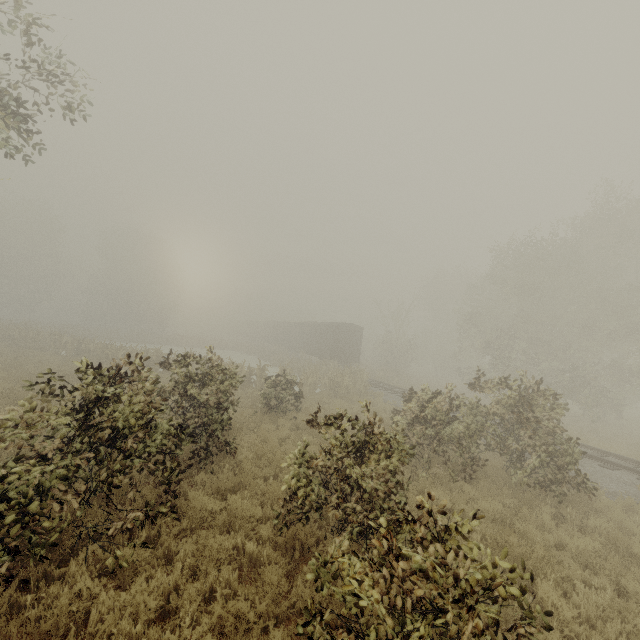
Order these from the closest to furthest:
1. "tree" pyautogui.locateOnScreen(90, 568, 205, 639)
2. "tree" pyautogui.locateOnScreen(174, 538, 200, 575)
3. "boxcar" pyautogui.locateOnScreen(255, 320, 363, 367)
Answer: "tree" pyautogui.locateOnScreen(90, 568, 205, 639) < "tree" pyautogui.locateOnScreen(174, 538, 200, 575) < "boxcar" pyautogui.locateOnScreen(255, 320, 363, 367)

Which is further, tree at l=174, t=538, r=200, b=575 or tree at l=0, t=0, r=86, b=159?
tree at l=0, t=0, r=86, b=159

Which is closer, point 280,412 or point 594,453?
point 594,453

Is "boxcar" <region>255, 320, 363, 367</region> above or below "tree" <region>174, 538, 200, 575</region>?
above

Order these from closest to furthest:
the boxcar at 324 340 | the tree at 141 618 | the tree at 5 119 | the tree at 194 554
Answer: the tree at 141 618
the tree at 194 554
the tree at 5 119
the boxcar at 324 340

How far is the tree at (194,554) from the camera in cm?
476

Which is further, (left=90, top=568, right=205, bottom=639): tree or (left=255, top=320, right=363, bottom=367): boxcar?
(left=255, top=320, right=363, bottom=367): boxcar
